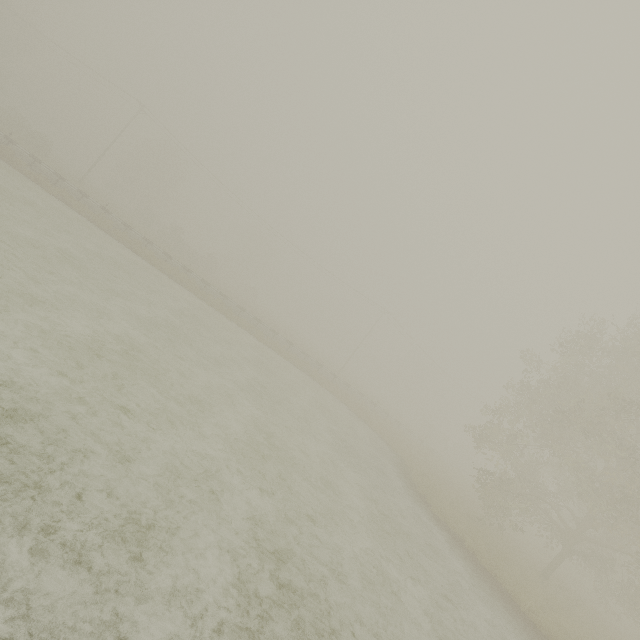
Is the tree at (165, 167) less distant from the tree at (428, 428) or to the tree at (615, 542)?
the tree at (615, 542)

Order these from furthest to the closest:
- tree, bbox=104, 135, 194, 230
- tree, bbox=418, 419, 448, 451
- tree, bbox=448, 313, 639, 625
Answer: tree, bbox=418, 419, 448, 451
tree, bbox=104, 135, 194, 230
tree, bbox=448, 313, 639, 625

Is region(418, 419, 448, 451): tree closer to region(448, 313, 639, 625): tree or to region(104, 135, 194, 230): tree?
region(448, 313, 639, 625): tree

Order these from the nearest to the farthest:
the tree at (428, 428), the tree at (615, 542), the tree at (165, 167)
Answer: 1. the tree at (615, 542)
2. the tree at (165, 167)
3. the tree at (428, 428)

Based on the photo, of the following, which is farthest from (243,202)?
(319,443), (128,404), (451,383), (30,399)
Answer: (451,383)

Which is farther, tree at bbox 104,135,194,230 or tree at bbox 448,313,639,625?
tree at bbox 104,135,194,230

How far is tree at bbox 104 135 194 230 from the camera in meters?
49.6

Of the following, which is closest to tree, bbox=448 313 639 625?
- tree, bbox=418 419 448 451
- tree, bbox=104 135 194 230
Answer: tree, bbox=418 419 448 451
